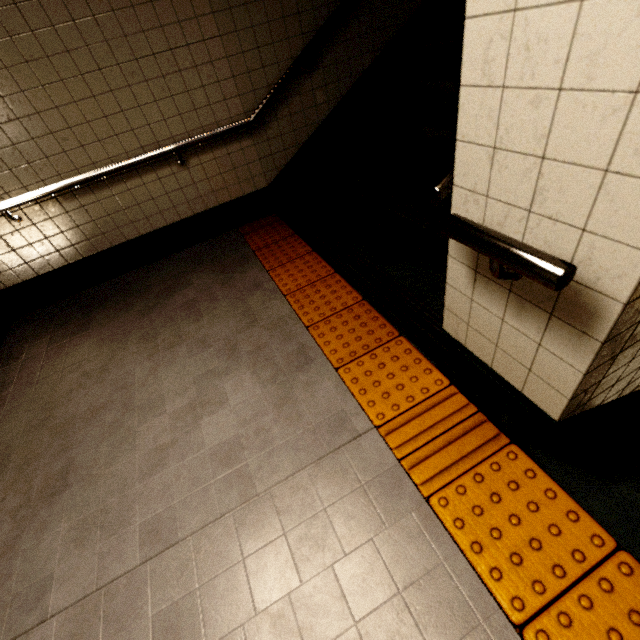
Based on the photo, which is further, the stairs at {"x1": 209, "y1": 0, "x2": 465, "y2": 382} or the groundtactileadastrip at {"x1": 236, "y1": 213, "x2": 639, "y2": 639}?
the stairs at {"x1": 209, "y1": 0, "x2": 465, "y2": 382}

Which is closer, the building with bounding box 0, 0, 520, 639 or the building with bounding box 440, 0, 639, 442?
the building with bounding box 440, 0, 639, 442

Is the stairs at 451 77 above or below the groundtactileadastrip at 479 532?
above

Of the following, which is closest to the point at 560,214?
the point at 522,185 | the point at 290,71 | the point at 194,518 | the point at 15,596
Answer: the point at 522,185

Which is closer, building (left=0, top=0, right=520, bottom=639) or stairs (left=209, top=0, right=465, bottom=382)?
building (left=0, top=0, right=520, bottom=639)

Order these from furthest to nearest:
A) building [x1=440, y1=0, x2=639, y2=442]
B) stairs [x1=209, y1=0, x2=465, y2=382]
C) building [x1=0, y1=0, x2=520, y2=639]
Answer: stairs [x1=209, y1=0, x2=465, y2=382] → building [x1=0, y1=0, x2=520, y2=639] → building [x1=440, y1=0, x2=639, y2=442]

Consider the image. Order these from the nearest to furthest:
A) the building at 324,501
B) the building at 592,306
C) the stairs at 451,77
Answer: the building at 592,306
the building at 324,501
the stairs at 451,77

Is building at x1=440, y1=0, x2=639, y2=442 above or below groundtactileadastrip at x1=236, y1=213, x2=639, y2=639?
above
